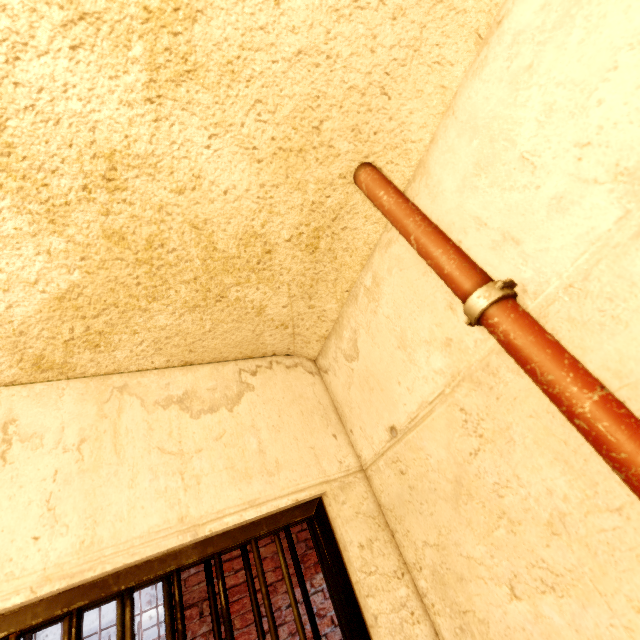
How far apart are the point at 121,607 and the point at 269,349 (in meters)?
0.80
